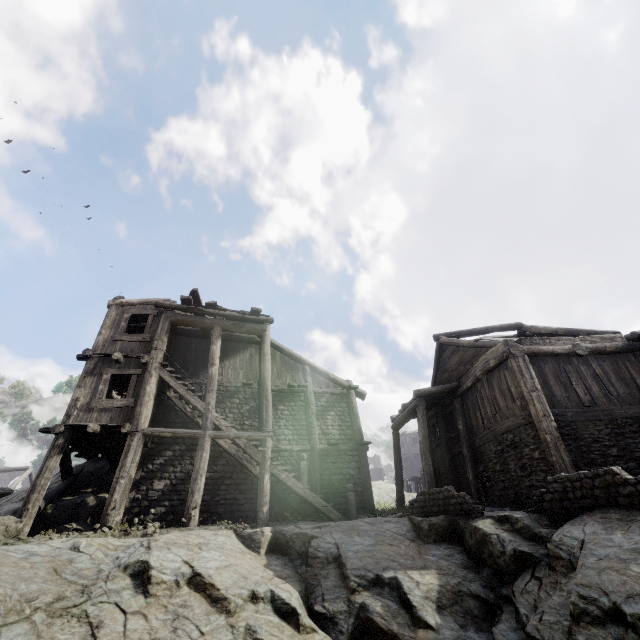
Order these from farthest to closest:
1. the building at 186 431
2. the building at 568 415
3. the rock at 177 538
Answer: the building at 186 431 < the building at 568 415 < the rock at 177 538

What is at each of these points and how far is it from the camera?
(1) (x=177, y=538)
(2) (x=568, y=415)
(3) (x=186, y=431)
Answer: (1) rock, 7.95m
(2) building, 10.71m
(3) building, 11.86m

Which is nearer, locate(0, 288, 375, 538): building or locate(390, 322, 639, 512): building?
locate(390, 322, 639, 512): building

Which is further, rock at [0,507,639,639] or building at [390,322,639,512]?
building at [390,322,639,512]

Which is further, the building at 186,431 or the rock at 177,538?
the building at 186,431

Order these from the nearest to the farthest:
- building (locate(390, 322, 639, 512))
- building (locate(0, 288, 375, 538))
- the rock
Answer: the rock → building (locate(390, 322, 639, 512)) → building (locate(0, 288, 375, 538))

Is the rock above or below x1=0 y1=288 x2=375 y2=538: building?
below
